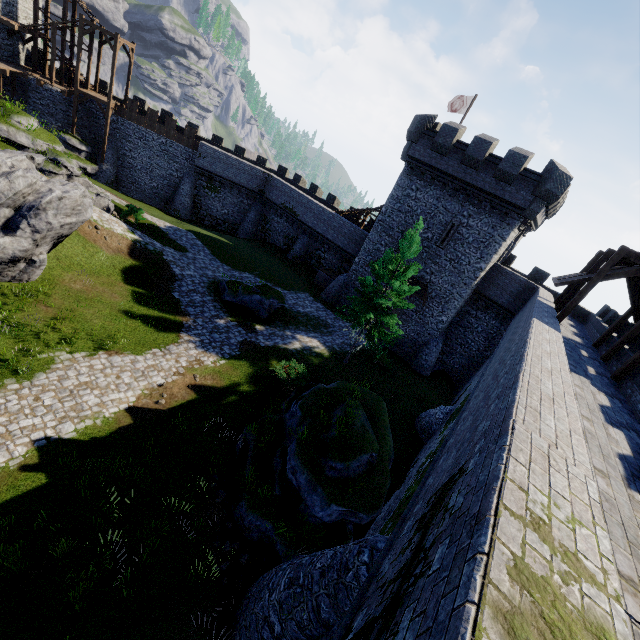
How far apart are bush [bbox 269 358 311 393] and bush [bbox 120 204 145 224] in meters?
18.1

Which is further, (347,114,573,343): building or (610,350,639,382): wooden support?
(347,114,573,343): building

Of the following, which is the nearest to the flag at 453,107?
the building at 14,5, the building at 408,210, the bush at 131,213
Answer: the building at 408,210

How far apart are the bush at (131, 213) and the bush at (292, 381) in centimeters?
1806cm

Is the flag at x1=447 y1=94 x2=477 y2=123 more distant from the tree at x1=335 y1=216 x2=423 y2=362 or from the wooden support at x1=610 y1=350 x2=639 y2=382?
the wooden support at x1=610 y1=350 x2=639 y2=382

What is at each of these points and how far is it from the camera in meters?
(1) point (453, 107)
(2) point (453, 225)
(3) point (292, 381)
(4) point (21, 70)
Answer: (1) flag, 29.0 m
(2) window slit, 24.6 m
(3) bush, 17.5 m
(4) walkway, 30.5 m

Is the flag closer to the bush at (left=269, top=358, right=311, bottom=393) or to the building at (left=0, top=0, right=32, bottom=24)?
the bush at (left=269, top=358, right=311, bottom=393)

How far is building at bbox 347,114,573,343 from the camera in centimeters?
2139cm
